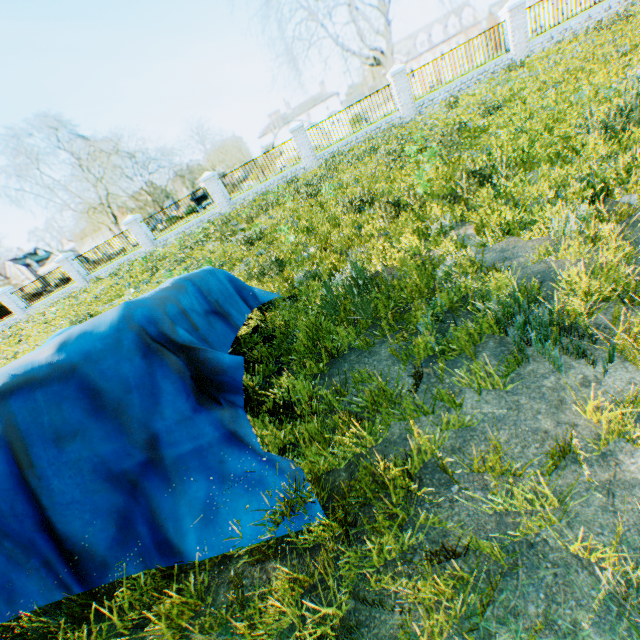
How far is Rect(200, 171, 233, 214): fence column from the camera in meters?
18.0

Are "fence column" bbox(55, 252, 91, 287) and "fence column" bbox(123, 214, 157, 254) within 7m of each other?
yes

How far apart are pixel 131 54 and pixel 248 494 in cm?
6767

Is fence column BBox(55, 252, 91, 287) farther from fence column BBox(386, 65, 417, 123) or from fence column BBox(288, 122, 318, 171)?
fence column BBox(386, 65, 417, 123)

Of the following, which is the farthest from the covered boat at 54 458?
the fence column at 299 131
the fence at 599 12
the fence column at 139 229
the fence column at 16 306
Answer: the fence column at 16 306

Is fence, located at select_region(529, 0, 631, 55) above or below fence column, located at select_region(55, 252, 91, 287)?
below

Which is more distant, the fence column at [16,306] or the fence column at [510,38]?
the fence column at [16,306]

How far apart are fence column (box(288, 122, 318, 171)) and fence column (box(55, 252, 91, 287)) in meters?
15.9 m
